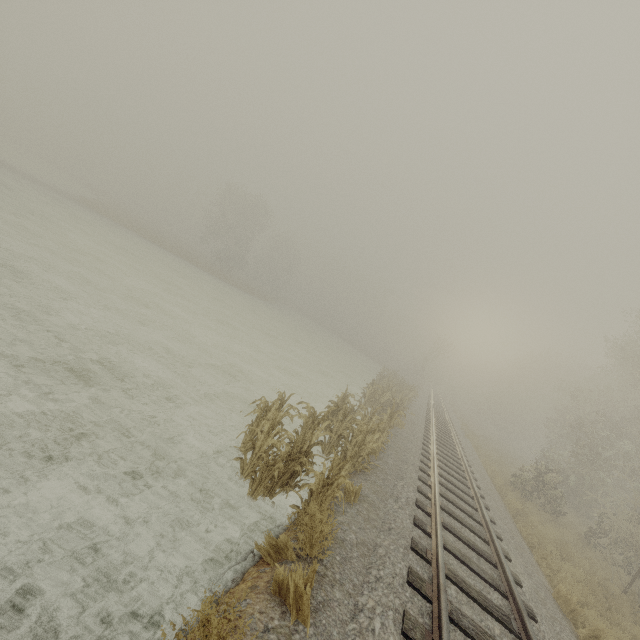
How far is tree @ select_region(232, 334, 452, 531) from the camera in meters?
5.4

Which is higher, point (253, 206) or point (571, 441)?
point (253, 206)

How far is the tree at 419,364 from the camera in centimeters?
537cm
